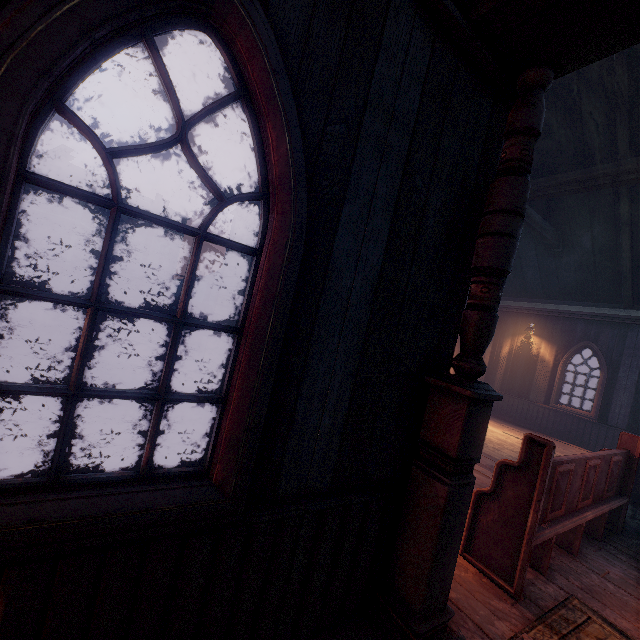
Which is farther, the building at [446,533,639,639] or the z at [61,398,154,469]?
the z at [61,398,154,469]

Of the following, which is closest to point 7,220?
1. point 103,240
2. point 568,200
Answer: point 568,200

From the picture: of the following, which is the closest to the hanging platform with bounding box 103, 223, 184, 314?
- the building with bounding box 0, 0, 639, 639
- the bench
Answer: the building with bounding box 0, 0, 639, 639

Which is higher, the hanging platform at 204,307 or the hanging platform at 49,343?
the hanging platform at 204,307

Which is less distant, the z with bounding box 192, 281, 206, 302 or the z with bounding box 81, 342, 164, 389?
the z with bounding box 81, 342, 164, 389

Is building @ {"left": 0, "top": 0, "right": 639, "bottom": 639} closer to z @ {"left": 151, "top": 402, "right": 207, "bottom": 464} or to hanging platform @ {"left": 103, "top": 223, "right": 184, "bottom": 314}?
z @ {"left": 151, "top": 402, "right": 207, "bottom": 464}

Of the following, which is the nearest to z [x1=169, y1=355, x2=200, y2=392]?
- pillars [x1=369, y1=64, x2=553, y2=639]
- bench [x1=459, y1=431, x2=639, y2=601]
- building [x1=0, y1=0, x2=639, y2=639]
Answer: building [x1=0, y1=0, x2=639, y2=639]

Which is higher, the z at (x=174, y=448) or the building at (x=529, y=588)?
the building at (x=529, y=588)
